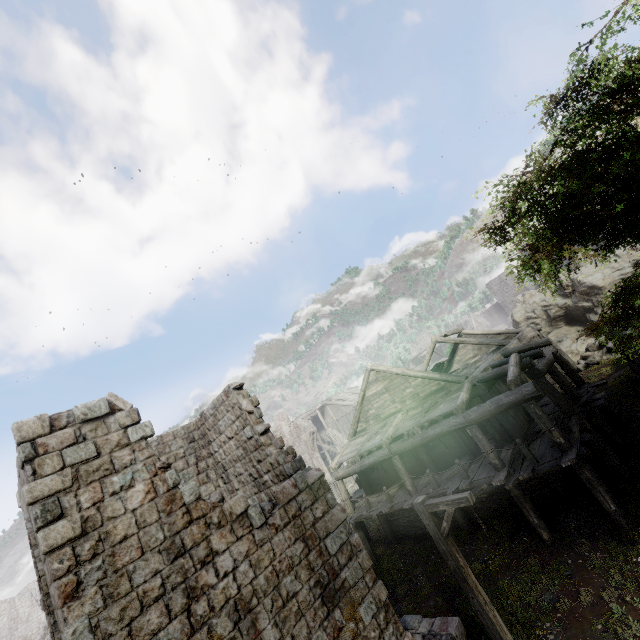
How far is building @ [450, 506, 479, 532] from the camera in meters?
14.9 m

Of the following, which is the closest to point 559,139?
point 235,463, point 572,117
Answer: point 572,117

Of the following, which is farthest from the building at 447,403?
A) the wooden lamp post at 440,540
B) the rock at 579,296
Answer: the wooden lamp post at 440,540

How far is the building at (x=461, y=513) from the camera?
14.9m

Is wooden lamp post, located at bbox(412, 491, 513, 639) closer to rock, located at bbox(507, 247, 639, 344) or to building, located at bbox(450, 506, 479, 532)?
building, located at bbox(450, 506, 479, 532)

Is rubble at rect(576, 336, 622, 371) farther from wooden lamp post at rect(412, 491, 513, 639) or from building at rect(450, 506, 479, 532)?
wooden lamp post at rect(412, 491, 513, 639)

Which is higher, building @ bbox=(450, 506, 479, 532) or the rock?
the rock

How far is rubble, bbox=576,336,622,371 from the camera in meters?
23.0 m
